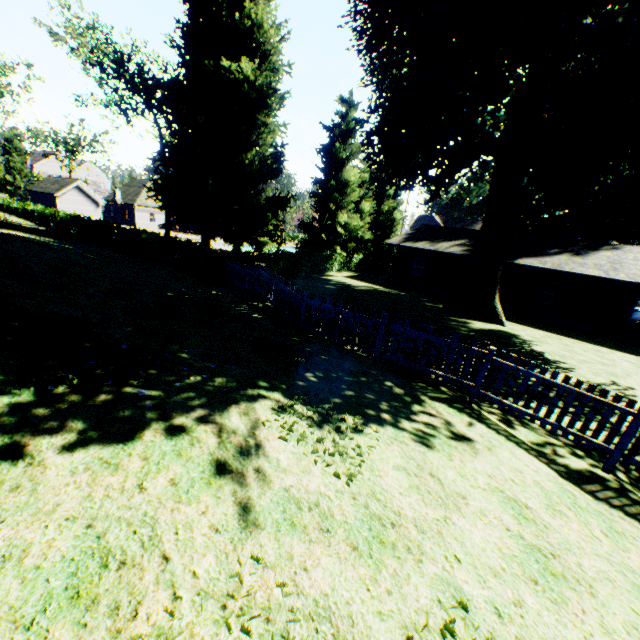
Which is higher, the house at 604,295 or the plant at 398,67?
the plant at 398,67

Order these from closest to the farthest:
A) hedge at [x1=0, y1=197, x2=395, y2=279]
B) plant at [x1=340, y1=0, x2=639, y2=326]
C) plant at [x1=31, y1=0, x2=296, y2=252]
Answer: plant at [x1=340, y1=0, x2=639, y2=326] < hedge at [x1=0, y1=197, x2=395, y2=279] < plant at [x1=31, y1=0, x2=296, y2=252]

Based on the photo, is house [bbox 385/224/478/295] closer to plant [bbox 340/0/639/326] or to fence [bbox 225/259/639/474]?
plant [bbox 340/0/639/326]

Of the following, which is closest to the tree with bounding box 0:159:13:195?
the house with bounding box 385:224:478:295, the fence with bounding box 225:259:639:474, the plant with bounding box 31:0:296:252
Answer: the plant with bounding box 31:0:296:252

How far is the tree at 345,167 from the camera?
30.3 meters

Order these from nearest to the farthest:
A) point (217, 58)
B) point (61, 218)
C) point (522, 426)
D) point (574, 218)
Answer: point (522, 426)
point (217, 58)
point (61, 218)
point (574, 218)

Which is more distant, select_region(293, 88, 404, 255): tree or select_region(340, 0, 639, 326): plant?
select_region(293, 88, 404, 255): tree

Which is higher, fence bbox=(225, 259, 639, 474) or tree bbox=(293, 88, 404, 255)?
tree bbox=(293, 88, 404, 255)
